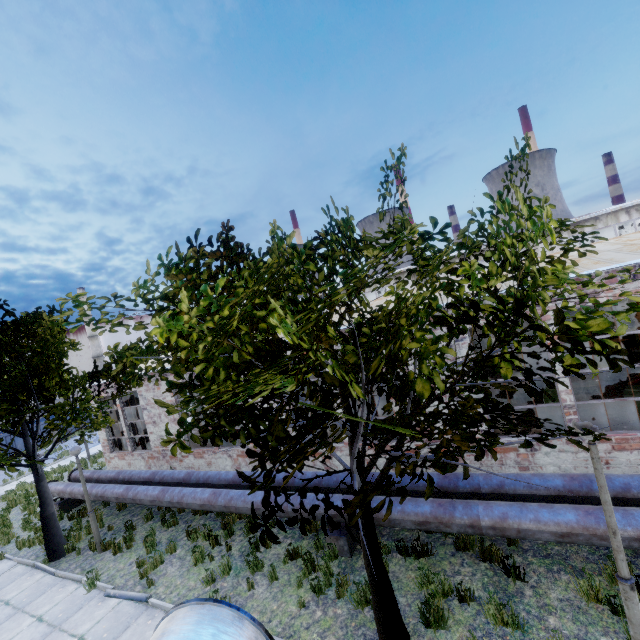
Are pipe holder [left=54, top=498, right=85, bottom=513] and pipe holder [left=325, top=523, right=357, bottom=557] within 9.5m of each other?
no

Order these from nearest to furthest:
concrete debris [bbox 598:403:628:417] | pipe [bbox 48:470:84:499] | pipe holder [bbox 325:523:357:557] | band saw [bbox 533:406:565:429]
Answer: pipe holder [bbox 325:523:357:557] < band saw [bbox 533:406:565:429] < concrete debris [bbox 598:403:628:417] < pipe [bbox 48:470:84:499]

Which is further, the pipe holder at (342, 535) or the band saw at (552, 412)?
the band saw at (552, 412)

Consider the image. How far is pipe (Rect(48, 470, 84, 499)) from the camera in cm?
1278

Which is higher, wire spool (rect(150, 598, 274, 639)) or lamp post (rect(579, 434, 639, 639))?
wire spool (rect(150, 598, 274, 639))

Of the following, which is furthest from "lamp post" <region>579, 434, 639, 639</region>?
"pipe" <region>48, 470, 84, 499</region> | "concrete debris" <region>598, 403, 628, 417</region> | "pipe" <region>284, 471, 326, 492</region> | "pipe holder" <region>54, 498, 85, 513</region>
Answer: "pipe holder" <region>54, 498, 85, 513</region>

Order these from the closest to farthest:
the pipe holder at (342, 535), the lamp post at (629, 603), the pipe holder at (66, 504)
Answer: the lamp post at (629, 603) < the pipe holder at (342, 535) < the pipe holder at (66, 504)

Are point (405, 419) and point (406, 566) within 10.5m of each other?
yes
